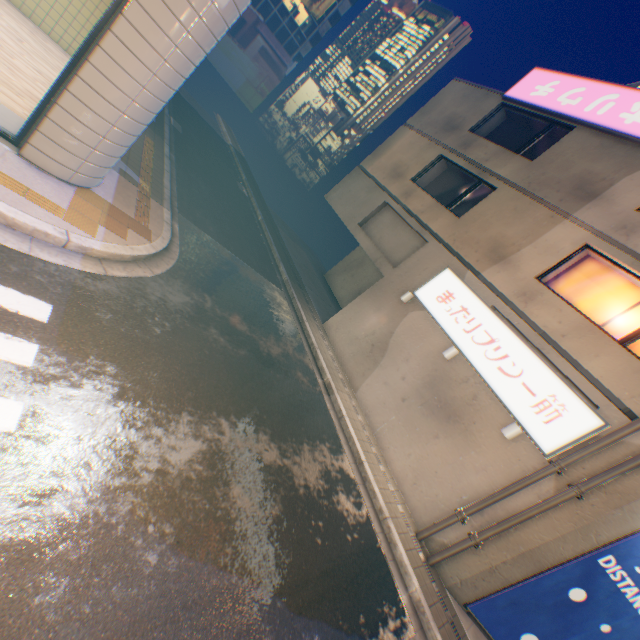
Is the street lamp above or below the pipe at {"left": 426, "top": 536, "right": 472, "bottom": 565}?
above

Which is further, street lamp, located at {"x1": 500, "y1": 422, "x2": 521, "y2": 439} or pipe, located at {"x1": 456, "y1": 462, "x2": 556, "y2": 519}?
street lamp, located at {"x1": 500, "y1": 422, "x2": 521, "y2": 439}

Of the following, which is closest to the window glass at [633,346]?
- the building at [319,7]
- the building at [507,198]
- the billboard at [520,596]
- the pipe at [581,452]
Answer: the building at [507,198]

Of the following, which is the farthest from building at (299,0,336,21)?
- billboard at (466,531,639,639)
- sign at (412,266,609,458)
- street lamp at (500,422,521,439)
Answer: billboard at (466,531,639,639)

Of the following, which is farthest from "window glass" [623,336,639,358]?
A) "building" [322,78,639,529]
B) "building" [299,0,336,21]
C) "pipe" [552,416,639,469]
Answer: "building" [299,0,336,21]

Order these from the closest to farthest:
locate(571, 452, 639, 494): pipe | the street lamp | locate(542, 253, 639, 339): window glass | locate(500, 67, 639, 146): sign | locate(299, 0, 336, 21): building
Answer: locate(571, 452, 639, 494): pipe → the street lamp → locate(542, 253, 639, 339): window glass → locate(500, 67, 639, 146): sign → locate(299, 0, 336, 21): building

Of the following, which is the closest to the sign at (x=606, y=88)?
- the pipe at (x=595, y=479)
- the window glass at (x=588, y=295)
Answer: the window glass at (x=588, y=295)

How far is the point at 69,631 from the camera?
2.6 meters
